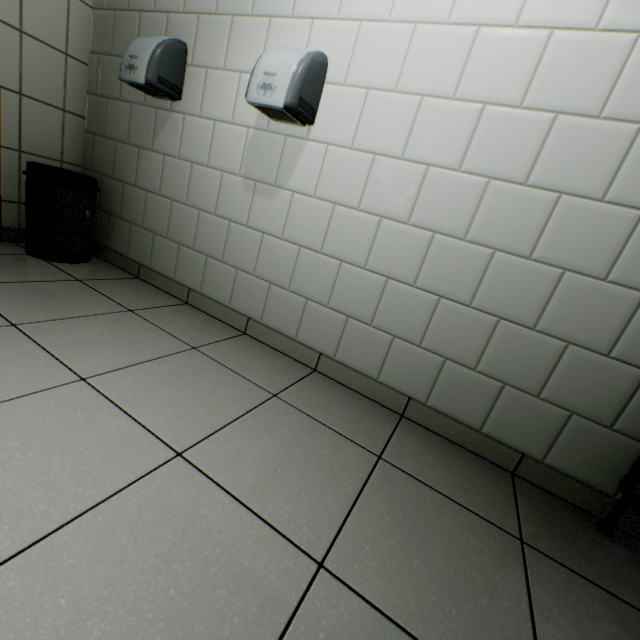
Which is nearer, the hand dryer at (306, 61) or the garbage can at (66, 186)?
the hand dryer at (306, 61)

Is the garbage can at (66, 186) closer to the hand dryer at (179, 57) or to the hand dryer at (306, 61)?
the hand dryer at (179, 57)

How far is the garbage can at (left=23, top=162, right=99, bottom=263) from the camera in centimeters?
196cm

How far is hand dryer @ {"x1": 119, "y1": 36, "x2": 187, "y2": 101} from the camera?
1.7 meters

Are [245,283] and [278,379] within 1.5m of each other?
yes

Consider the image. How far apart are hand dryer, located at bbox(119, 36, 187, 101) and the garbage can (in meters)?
0.64

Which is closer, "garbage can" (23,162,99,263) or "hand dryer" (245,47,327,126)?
"hand dryer" (245,47,327,126)

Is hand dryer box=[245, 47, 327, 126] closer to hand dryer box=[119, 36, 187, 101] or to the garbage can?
hand dryer box=[119, 36, 187, 101]
